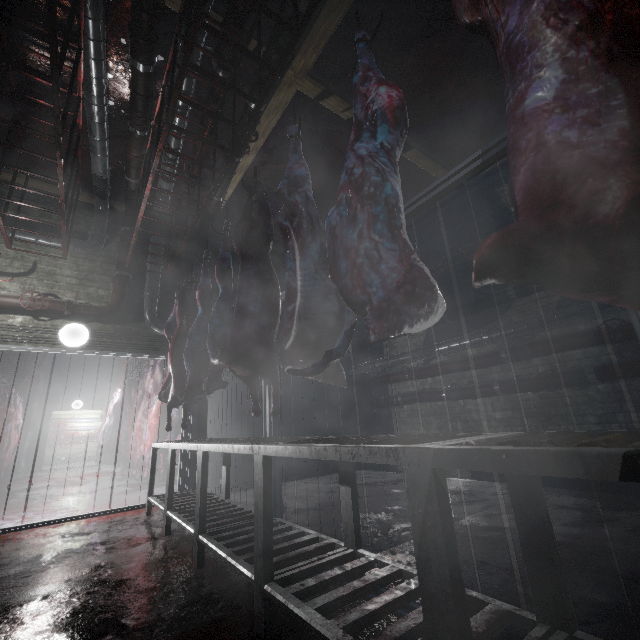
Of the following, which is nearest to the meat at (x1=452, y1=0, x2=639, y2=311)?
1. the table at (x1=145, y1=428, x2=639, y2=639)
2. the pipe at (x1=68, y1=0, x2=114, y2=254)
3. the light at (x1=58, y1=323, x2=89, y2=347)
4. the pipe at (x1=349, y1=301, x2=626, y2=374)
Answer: the table at (x1=145, y1=428, x2=639, y2=639)

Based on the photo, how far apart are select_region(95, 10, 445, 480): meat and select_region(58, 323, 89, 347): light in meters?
3.0

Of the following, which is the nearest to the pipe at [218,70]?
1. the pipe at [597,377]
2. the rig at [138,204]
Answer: the rig at [138,204]

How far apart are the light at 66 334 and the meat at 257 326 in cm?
297

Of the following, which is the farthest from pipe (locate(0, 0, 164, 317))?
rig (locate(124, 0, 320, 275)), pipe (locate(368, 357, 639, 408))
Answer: pipe (locate(368, 357, 639, 408))

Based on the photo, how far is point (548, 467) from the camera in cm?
63

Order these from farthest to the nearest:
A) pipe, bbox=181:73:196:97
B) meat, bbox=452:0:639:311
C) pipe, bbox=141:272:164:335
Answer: pipe, bbox=141:272:164:335, pipe, bbox=181:73:196:97, meat, bbox=452:0:639:311

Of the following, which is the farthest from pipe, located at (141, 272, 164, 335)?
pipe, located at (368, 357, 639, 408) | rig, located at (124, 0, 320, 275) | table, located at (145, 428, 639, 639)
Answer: table, located at (145, 428, 639, 639)
